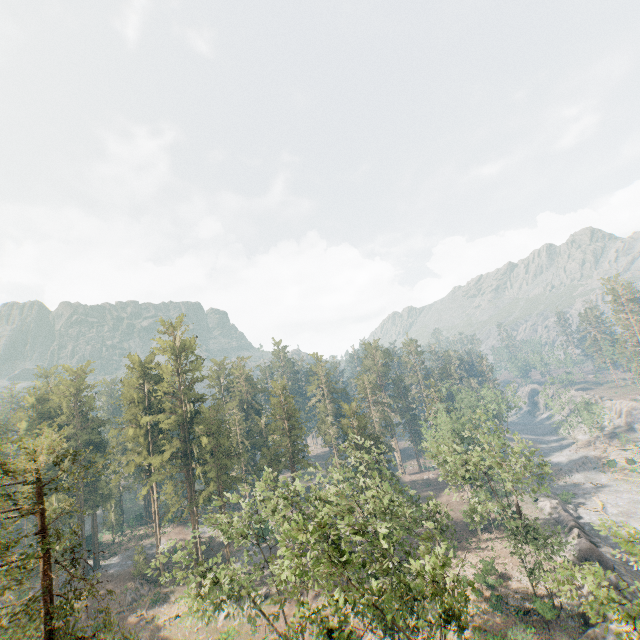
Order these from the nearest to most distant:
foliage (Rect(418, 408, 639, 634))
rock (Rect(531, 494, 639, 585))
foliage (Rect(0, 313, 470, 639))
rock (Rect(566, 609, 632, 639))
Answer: foliage (Rect(0, 313, 470, 639)) < foliage (Rect(418, 408, 639, 634)) < rock (Rect(566, 609, 632, 639)) < rock (Rect(531, 494, 639, 585))

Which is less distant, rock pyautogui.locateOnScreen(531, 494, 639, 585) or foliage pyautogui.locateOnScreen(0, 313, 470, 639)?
foliage pyautogui.locateOnScreen(0, 313, 470, 639)

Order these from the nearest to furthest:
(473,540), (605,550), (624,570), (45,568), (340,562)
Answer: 1. (340,562)
2. (45,568)
3. (624,570)
4. (605,550)
5. (473,540)

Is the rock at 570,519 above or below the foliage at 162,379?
below

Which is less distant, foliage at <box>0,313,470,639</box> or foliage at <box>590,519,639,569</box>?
foliage at <box>0,313,470,639</box>

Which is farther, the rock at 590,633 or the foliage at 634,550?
the rock at 590,633

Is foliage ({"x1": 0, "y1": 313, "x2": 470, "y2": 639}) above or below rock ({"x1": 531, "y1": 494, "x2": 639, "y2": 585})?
above
